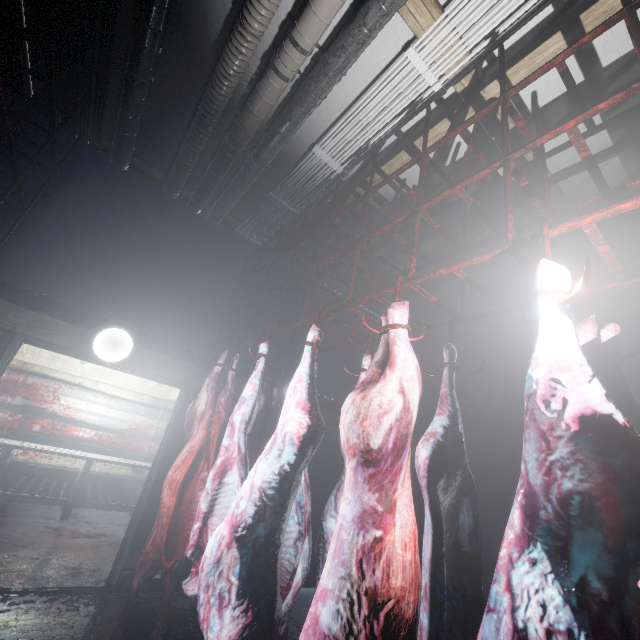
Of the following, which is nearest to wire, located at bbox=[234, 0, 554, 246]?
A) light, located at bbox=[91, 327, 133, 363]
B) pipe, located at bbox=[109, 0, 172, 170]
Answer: pipe, located at bbox=[109, 0, 172, 170]

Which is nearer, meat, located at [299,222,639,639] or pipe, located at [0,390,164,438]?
meat, located at [299,222,639,639]

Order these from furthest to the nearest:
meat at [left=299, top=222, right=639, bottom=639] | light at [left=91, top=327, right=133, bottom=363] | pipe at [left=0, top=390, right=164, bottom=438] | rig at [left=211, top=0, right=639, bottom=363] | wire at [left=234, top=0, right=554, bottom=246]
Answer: pipe at [left=0, top=390, right=164, bottom=438]
light at [left=91, top=327, right=133, bottom=363]
wire at [left=234, top=0, right=554, bottom=246]
rig at [left=211, top=0, right=639, bottom=363]
meat at [left=299, top=222, right=639, bottom=639]

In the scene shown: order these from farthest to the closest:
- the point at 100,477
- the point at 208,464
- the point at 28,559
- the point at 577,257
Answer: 1. the point at 100,477
2. the point at 577,257
3. the point at 28,559
4. the point at 208,464

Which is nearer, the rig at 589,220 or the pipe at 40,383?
the rig at 589,220

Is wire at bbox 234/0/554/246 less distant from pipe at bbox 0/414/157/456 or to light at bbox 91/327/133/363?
light at bbox 91/327/133/363

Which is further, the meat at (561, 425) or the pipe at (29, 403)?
the pipe at (29, 403)

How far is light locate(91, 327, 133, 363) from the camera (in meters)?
2.92
